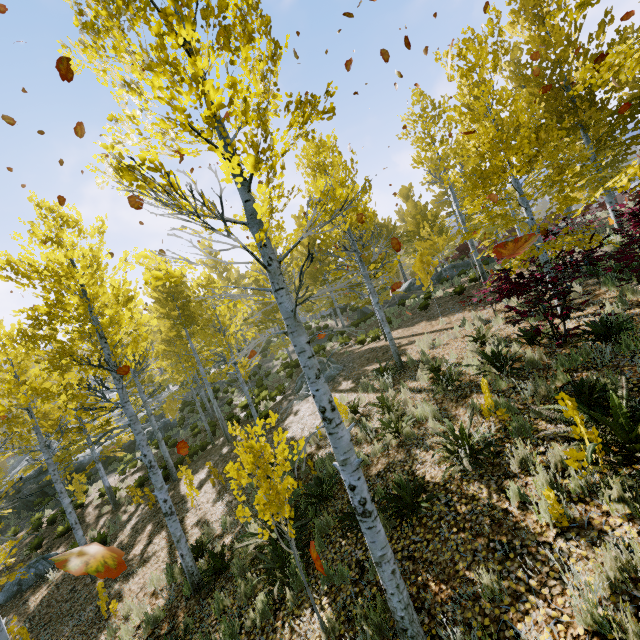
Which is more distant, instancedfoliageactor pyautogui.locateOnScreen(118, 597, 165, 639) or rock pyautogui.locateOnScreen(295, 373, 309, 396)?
rock pyautogui.locateOnScreen(295, 373, 309, 396)

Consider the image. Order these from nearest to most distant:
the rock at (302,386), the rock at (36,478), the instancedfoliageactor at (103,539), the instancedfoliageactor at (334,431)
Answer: the instancedfoliageactor at (334,431) < the instancedfoliageactor at (103,539) < the rock at (302,386) < the rock at (36,478)

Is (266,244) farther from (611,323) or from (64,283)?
(611,323)

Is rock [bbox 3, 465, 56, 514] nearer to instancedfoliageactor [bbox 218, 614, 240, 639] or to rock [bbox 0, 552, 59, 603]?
instancedfoliageactor [bbox 218, 614, 240, 639]

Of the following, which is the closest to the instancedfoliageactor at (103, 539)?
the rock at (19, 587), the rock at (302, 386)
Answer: the rock at (302, 386)

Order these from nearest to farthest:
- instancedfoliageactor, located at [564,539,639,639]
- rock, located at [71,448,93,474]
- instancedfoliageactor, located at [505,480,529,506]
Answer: instancedfoliageactor, located at [564,539,639,639] < instancedfoliageactor, located at [505,480,529,506] < rock, located at [71,448,93,474]

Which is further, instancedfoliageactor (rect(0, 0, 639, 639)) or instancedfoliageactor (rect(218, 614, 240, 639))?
instancedfoliageactor (rect(218, 614, 240, 639))
